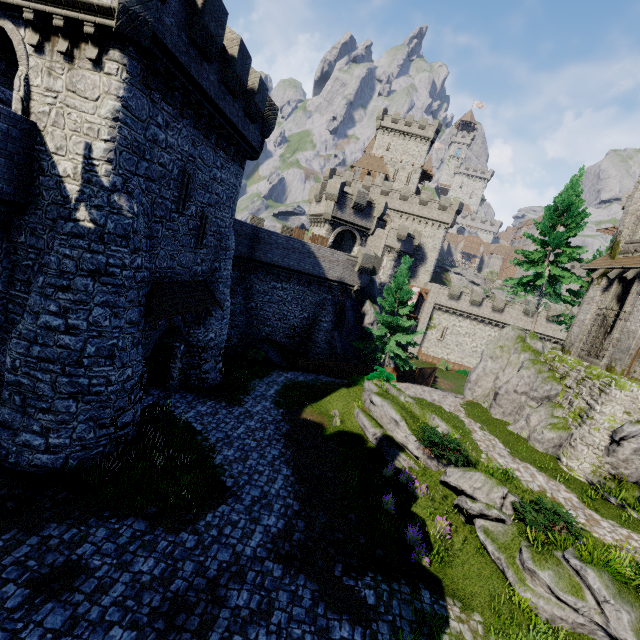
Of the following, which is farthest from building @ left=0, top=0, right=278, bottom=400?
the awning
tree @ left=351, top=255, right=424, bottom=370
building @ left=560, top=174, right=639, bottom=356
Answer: building @ left=560, top=174, right=639, bottom=356

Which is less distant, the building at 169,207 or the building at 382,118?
the building at 169,207

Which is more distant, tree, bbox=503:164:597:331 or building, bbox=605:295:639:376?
tree, bbox=503:164:597:331

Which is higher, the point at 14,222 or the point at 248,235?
the point at 248,235

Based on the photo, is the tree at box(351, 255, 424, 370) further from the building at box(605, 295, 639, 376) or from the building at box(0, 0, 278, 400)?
the building at box(0, 0, 278, 400)

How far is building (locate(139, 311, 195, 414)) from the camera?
14.54m

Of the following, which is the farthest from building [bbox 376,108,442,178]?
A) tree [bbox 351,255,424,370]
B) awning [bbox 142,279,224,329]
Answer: awning [bbox 142,279,224,329]

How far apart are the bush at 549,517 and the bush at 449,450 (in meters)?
2.31
